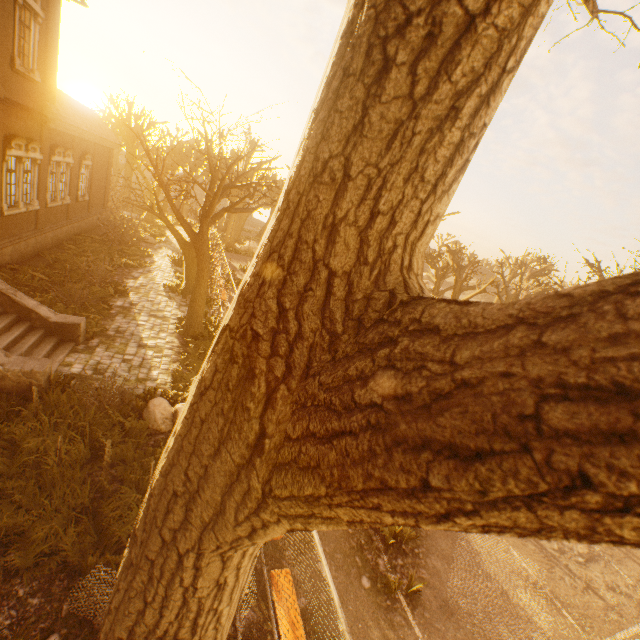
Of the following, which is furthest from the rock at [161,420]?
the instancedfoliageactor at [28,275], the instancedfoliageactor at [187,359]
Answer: the instancedfoliageactor at [28,275]

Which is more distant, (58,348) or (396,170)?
(58,348)

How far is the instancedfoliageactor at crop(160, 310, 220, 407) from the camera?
8.6m

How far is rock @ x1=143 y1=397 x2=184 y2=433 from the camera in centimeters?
739cm

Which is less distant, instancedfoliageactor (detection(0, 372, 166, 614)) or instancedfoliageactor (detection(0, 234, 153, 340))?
instancedfoliageactor (detection(0, 372, 166, 614))

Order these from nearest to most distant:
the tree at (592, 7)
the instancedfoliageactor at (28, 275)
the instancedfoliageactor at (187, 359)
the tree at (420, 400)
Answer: the tree at (420, 400) → the tree at (592, 7) → the instancedfoliageactor at (187, 359) → the instancedfoliageactor at (28, 275)

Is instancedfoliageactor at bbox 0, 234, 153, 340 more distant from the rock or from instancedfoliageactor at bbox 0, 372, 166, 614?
the rock

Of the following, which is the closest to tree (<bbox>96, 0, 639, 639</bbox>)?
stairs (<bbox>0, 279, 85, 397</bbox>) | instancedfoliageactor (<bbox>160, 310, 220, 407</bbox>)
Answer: instancedfoliageactor (<bbox>160, 310, 220, 407</bbox>)
